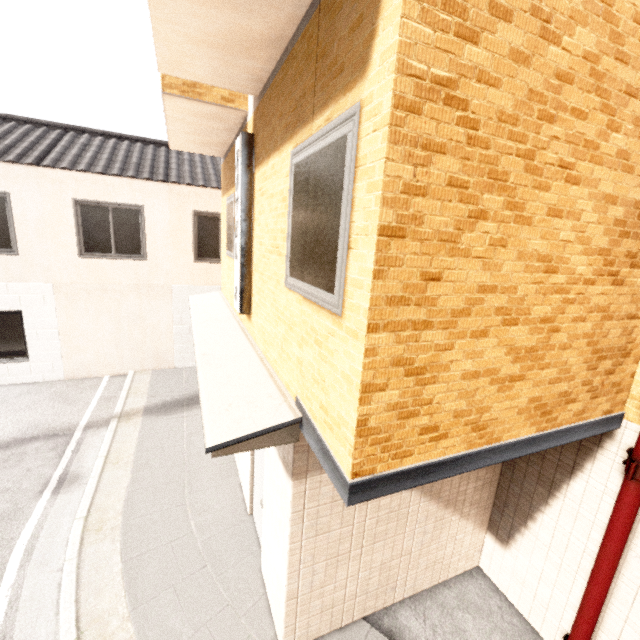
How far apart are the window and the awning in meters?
0.9 m

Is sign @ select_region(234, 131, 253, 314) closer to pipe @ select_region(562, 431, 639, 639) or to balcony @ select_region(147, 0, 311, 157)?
balcony @ select_region(147, 0, 311, 157)

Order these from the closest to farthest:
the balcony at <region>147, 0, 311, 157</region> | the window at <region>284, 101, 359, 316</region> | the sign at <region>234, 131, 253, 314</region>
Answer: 1. the window at <region>284, 101, 359, 316</region>
2. the balcony at <region>147, 0, 311, 157</region>
3. the sign at <region>234, 131, 253, 314</region>

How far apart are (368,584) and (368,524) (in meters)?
0.93

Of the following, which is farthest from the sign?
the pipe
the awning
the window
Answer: the pipe

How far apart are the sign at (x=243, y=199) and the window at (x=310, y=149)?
1.48m

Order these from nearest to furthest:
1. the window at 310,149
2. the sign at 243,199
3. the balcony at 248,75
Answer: the window at 310,149 → the balcony at 248,75 → the sign at 243,199

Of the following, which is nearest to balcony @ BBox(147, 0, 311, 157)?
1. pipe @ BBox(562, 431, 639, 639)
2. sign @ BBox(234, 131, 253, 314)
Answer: sign @ BBox(234, 131, 253, 314)
